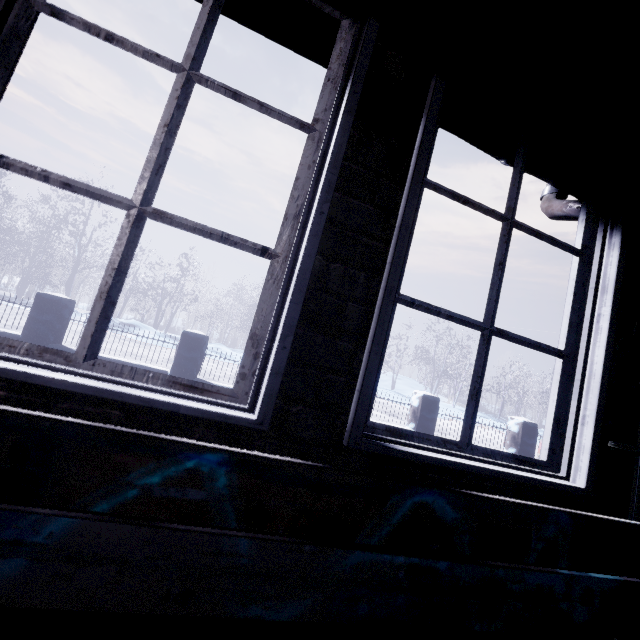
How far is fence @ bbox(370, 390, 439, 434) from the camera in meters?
6.4 m

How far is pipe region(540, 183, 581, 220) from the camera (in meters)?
1.54

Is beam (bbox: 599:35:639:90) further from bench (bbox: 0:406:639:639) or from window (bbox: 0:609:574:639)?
bench (bbox: 0:406:639:639)

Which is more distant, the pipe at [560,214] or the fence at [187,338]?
the fence at [187,338]

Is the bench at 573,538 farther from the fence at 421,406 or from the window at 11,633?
the fence at 421,406

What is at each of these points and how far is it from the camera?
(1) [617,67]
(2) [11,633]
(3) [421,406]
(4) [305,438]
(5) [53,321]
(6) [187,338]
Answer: (1) beam, 1.1 meters
(2) window, 0.7 meters
(3) fence, 6.5 meters
(4) window, 0.8 meters
(5) fence, 5.4 meters
(6) fence, 5.7 meters

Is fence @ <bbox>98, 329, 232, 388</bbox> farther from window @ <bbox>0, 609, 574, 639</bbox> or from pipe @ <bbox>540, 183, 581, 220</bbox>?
pipe @ <bbox>540, 183, 581, 220</bbox>
